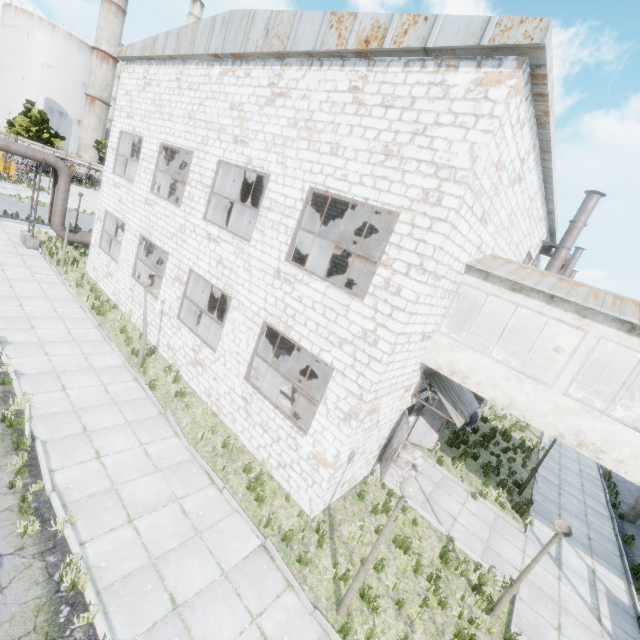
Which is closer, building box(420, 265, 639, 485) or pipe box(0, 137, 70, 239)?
building box(420, 265, 639, 485)

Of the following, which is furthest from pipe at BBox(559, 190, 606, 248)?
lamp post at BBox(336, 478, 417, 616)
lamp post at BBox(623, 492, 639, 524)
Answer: lamp post at BBox(336, 478, 417, 616)

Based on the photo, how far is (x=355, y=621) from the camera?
6.5 meters

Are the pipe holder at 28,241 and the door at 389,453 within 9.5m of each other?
no

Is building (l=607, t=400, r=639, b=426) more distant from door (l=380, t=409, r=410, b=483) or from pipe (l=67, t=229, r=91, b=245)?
pipe (l=67, t=229, r=91, b=245)

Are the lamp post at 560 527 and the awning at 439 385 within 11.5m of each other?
yes

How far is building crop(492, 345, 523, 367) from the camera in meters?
10.9

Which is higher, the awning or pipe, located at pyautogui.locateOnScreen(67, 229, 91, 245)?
the awning
